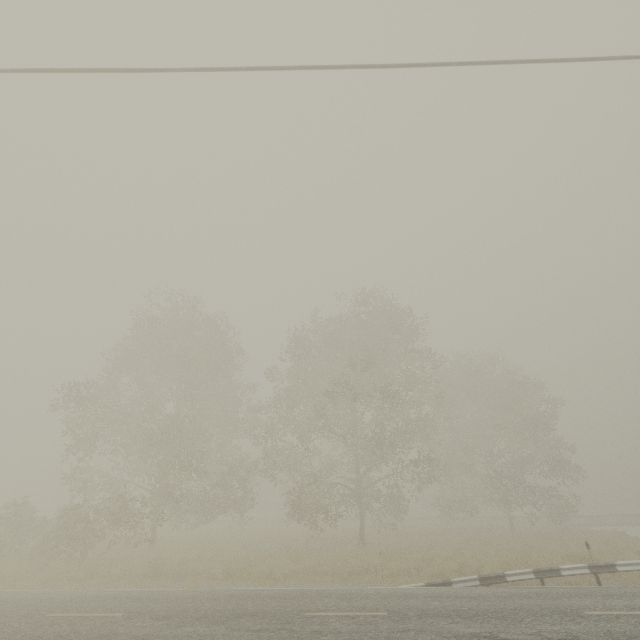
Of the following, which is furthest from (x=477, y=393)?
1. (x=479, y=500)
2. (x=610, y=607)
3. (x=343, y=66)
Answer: (x=343, y=66)
